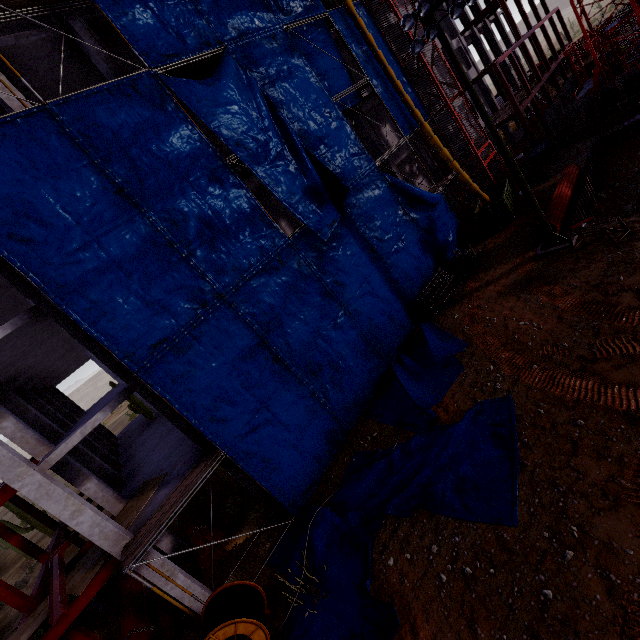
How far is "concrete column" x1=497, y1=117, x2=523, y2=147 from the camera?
33.1m

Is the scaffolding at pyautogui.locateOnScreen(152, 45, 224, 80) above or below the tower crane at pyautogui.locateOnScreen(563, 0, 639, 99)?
above

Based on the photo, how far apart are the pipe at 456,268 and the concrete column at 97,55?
16.3 meters

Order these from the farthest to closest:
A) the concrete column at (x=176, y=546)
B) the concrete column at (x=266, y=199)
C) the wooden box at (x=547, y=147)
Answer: the wooden box at (x=547, y=147)
the concrete column at (x=266, y=199)
the concrete column at (x=176, y=546)

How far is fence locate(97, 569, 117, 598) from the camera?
16.2 meters

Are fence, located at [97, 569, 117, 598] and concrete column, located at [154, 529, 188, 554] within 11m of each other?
yes

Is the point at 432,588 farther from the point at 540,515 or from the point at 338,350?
the point at 338,350

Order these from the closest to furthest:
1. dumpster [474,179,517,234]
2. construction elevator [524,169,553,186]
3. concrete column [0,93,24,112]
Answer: concrete column [0,93,24,112] < dumpster [474,179,517,234] < construction elevator [524,169,553,186]
